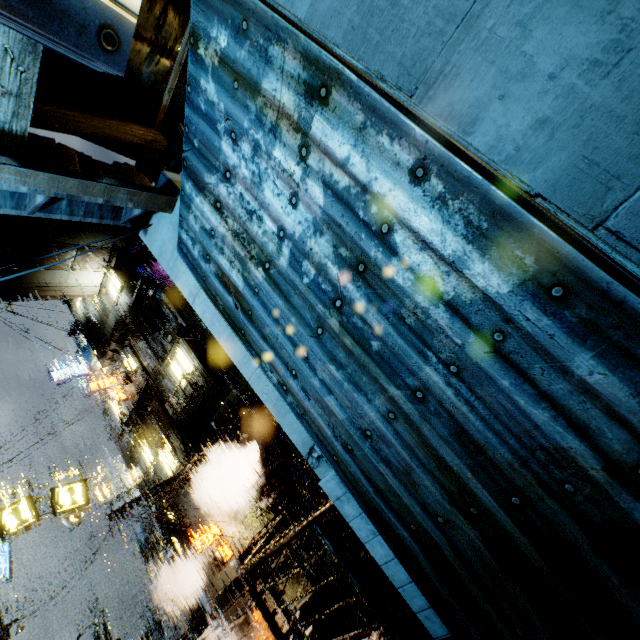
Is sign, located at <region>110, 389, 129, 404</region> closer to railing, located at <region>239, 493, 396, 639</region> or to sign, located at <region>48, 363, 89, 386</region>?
sign, located at <region>48, 363, 89, 386</region>

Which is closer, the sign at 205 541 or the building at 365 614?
the building at 365 614

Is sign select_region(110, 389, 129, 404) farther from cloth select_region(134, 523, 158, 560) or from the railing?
the railing

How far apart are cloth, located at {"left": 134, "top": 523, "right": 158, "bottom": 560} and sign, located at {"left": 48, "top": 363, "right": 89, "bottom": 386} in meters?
13.3 m

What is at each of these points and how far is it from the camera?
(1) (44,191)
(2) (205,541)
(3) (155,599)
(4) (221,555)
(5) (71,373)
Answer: (1) building, 3.4m
(2) sign, 19.5m
(3) cloth, 23.5m
(4) sign, 19.4m
(5) sign, 28.1m

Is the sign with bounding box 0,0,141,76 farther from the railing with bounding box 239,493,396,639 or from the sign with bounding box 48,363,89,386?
the sign with bounding box 48,363,89,386

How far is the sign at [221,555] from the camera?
19.30m

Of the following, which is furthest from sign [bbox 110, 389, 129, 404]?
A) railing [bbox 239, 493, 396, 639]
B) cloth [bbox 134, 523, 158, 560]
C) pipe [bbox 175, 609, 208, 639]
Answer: pipe [bbox 175, 609, 208, 639]
